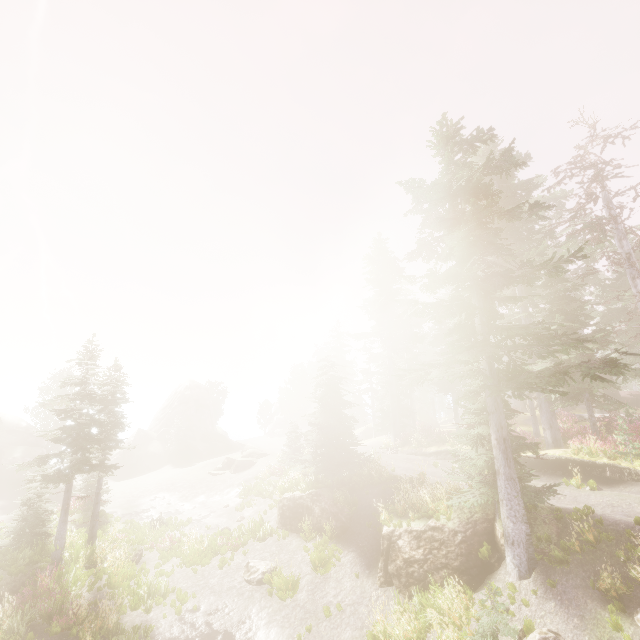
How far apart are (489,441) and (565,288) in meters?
12.5

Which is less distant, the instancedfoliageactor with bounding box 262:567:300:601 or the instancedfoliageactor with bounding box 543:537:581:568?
the instancedfoliageactor with bounding box 543:537:581:568

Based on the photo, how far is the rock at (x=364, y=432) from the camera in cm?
4622

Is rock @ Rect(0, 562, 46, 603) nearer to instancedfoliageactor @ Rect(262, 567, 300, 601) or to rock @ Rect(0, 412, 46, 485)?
instancedfoliageactor @ Rect(262, 567, 300, 601)

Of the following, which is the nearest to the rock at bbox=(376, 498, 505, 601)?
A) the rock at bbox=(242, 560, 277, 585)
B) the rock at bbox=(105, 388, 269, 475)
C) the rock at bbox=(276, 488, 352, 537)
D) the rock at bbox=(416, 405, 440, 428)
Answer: the rock at bbox=(276, 488, 352, 537)

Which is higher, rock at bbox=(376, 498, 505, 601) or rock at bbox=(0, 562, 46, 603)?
rock at bbox=(376, 498, 505, 601)

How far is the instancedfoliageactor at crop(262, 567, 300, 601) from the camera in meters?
13.8 m

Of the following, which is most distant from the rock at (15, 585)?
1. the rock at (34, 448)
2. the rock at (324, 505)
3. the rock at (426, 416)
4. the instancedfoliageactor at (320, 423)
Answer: the rock at (426, 416)
